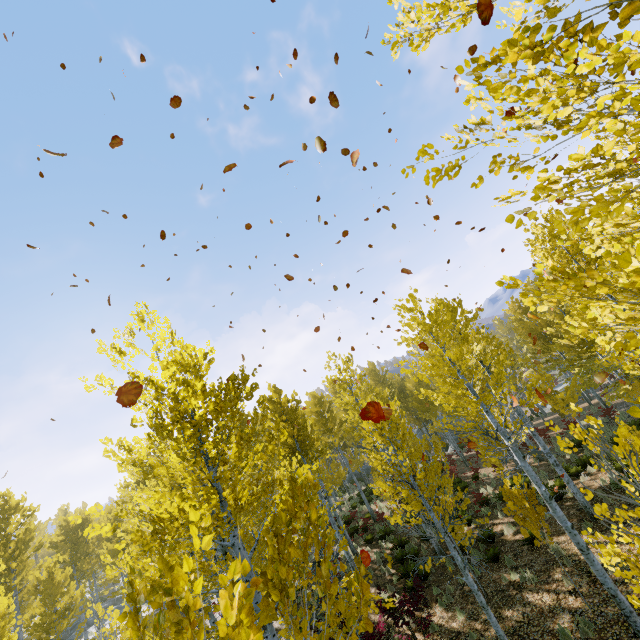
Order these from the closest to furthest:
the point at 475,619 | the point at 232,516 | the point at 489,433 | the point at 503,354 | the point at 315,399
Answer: the point at 232,516 < the point at 503,354 < the point at 475,619 < the point at 489,433 < the point at 315,399
